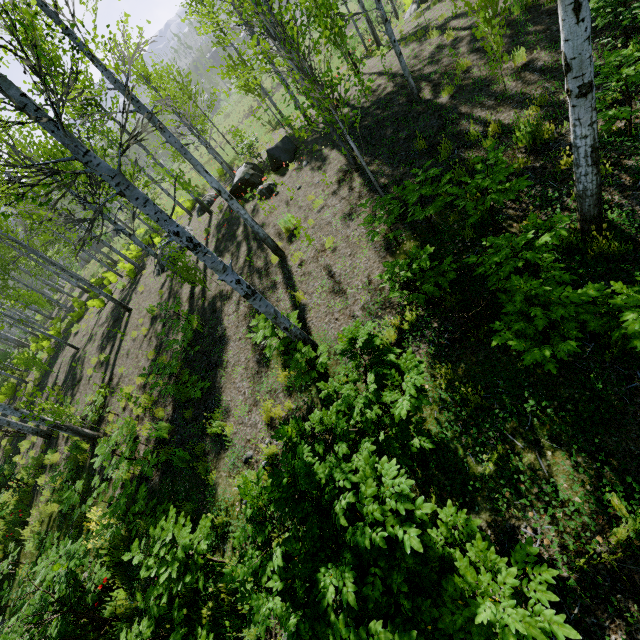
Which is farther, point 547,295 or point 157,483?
point 157,483

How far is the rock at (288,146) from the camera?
12.8m

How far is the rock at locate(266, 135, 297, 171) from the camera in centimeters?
1275cm
